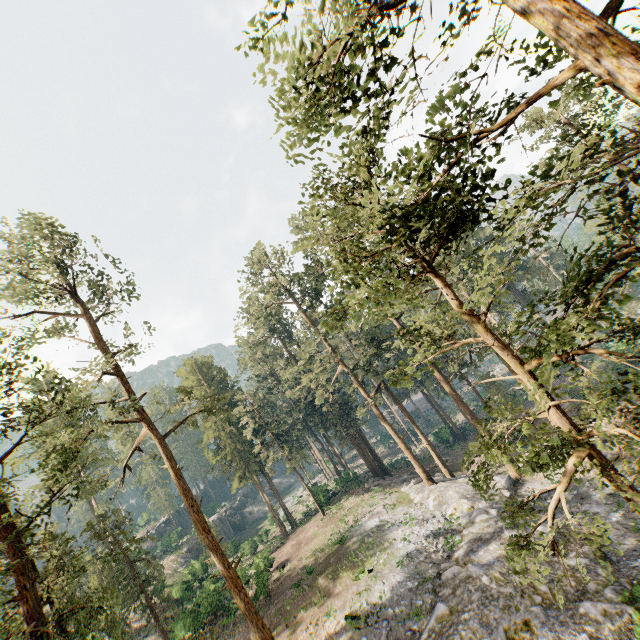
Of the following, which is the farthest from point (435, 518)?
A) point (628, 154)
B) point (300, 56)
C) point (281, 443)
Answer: point (300, 56)

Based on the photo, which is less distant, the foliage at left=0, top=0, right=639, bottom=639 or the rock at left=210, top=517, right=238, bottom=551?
the foliage at left=0, top=0, right=639, bottom=639

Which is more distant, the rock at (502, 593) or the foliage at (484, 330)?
the rock at (502, 593)

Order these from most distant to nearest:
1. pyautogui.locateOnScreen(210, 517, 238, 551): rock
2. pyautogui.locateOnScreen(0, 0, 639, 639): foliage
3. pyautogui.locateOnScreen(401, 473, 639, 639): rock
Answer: pyautogui.locateOnScreen(210, 517, 238, 551): rock, pyautogui.locateOnScreen(401, 473, 639, 639): rock, pyautogui.locateOnScreen(0, 0, 639, 639): foliage

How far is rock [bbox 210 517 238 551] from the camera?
44.6 meters

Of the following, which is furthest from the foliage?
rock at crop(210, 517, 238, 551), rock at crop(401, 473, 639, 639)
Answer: rock at crop(210, 517, 238, 551)

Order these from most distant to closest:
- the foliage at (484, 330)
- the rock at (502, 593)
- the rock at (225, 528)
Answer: the rock at (225, 528) → the rock at (502, 593) → the foliage at (484, 330)
